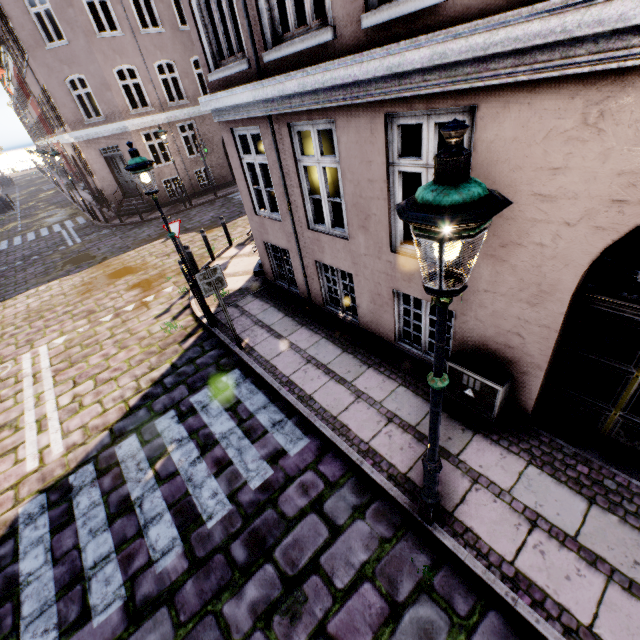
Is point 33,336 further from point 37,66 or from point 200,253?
point 37,66

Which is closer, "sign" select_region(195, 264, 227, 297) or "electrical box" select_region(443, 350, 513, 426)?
"electrical box" select_region(443, 350, 513, 426)

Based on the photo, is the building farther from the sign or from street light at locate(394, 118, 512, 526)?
the sign

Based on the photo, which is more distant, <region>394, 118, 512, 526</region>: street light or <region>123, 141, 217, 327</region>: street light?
<region>123, 141, 217, 327</region>: street light

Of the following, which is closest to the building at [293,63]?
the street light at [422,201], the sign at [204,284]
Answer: the street light at [422,201]

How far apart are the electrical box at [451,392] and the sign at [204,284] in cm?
410

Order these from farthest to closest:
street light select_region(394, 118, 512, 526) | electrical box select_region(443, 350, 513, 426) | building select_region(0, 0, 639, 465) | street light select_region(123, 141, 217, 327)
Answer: street light select_region(123, 141, 217, 327), electrical box select_region(443, 350, 513, 426), building select_region(0, 0, 639, 465), street light select_region(394, 118, 512, 526)

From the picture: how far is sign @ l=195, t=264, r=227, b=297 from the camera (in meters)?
5.79
